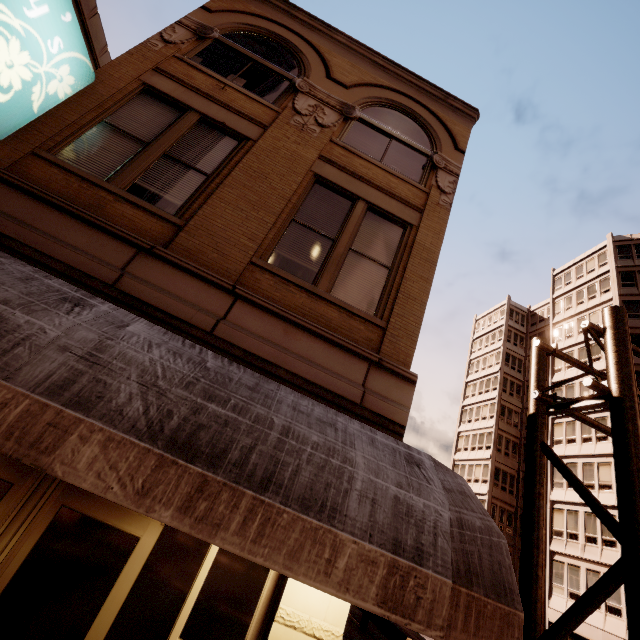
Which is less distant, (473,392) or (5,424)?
(5,424)

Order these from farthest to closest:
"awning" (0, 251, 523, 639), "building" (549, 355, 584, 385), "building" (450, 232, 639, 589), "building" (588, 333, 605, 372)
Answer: "building" (450, 232, 639, 589) < "building" (549, 355, 584, 385) < "building" (588, 333, 605, 372) < "awning" (0, 251, 523, 639)

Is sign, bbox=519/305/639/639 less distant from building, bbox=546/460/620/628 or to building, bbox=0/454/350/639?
building, bbox=546/460/620/628

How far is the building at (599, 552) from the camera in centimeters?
2253cm

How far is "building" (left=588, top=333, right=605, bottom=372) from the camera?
28.7m

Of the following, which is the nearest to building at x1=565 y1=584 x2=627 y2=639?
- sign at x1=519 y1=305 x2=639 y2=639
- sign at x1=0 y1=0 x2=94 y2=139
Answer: sign at x1=519 y1=305 x2=639 y2=639

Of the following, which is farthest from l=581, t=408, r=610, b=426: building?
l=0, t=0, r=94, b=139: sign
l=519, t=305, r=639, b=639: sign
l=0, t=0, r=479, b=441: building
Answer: l=0, t=0, r=94, b=139: sign

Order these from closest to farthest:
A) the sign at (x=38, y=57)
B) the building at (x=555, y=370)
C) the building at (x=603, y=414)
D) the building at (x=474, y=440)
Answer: the sign at (x=38, y=57) → the building at (x=603, y=414) → the building at (x=555, y=370) → the building at (x=474, y=440)
